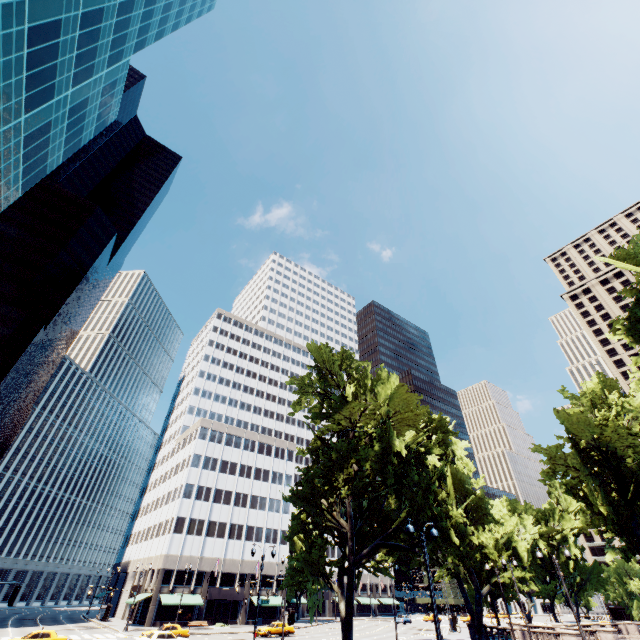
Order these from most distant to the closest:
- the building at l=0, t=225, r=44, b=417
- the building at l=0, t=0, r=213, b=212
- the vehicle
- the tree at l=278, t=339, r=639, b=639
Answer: the building at l=0, t=225, r=44, b=417 < the vehicle < the tree at l=278, t=339, r=639, b=639 < the building at l=0, t=0, r=213, b=212

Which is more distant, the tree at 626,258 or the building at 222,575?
the building at 222,575

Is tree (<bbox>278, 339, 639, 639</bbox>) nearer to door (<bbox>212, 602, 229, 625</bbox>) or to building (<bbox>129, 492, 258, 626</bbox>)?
building (<bbox>129, 492, 258, 626</bbox>)

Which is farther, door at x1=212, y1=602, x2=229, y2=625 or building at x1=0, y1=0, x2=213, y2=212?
door at x1=212, y1=602, x2=229, y2=625

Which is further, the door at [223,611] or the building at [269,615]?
the building at [269,615]

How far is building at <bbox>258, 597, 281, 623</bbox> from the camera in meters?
58.0

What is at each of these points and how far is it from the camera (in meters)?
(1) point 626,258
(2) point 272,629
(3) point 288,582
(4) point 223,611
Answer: (1) tree, 20.53
(2) vehicle, 42.94
(3) tree, 25.53
(4) door, 55.34
